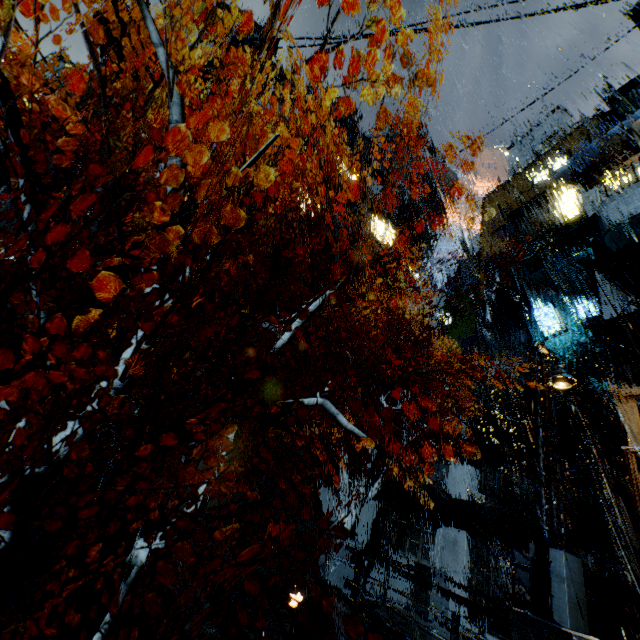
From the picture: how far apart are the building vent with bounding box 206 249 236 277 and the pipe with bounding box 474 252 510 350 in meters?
21.4

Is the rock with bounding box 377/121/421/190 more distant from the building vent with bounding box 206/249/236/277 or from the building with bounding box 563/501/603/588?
the building vent with bounding box 206/249/236/277

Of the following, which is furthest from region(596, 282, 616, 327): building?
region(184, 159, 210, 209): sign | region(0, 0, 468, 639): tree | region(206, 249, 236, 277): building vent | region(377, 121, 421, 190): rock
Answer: region(0, 0, 468, 639): tree

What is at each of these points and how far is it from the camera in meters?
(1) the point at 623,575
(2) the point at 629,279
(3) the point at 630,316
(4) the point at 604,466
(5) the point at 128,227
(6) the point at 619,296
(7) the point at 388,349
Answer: (1) building, 13.4
(2) scaffolding, 13.1
(3) building, 12.6
(4) building, 16.0
(5) building, 26.0
(6) building, 15.0
(7) pipe, 30.3

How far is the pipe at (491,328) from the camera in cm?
2611

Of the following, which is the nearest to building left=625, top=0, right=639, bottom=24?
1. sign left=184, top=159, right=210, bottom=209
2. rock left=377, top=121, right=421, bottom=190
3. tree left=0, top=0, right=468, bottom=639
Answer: sign left=184, top=159, right=210, bottom=209

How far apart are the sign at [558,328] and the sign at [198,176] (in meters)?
25.94

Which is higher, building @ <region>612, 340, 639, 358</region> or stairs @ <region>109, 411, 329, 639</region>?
building @ <region>612, 340, 639, 358</region>
